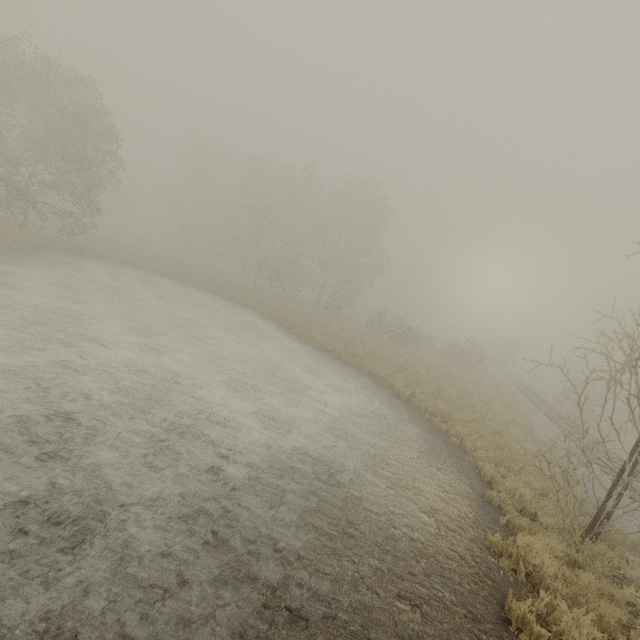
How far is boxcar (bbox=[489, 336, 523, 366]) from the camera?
51.9 meters

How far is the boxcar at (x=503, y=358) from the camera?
51.9m

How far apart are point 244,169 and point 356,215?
21.12m
